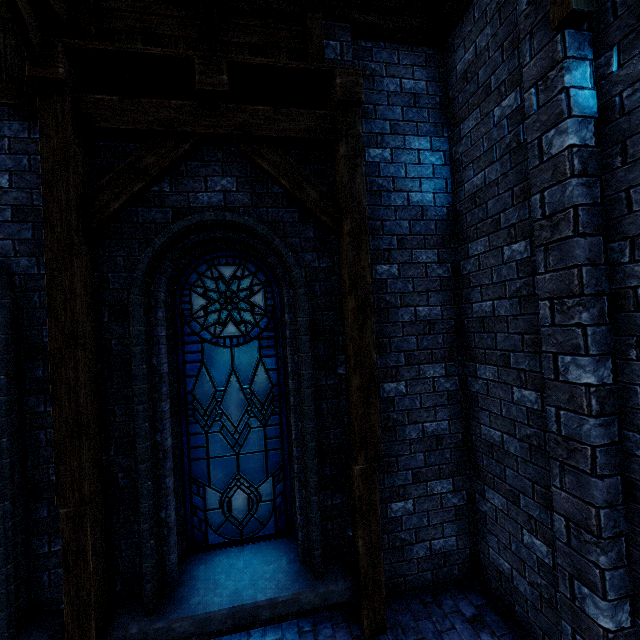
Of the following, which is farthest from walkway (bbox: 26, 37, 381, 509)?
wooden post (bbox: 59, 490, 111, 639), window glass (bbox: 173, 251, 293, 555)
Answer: window glass (bbox: 173, 251, 293, 555)

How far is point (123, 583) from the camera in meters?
3.4 m

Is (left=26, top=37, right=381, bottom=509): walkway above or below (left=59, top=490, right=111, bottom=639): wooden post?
above

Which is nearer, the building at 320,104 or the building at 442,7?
the building at 442,7

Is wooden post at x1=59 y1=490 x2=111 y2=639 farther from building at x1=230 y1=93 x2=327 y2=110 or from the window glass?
the window glass

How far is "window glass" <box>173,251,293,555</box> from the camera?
4.0m

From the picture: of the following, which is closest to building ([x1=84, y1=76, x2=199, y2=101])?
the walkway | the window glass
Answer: the walkway

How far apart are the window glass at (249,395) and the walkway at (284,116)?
0.7m
